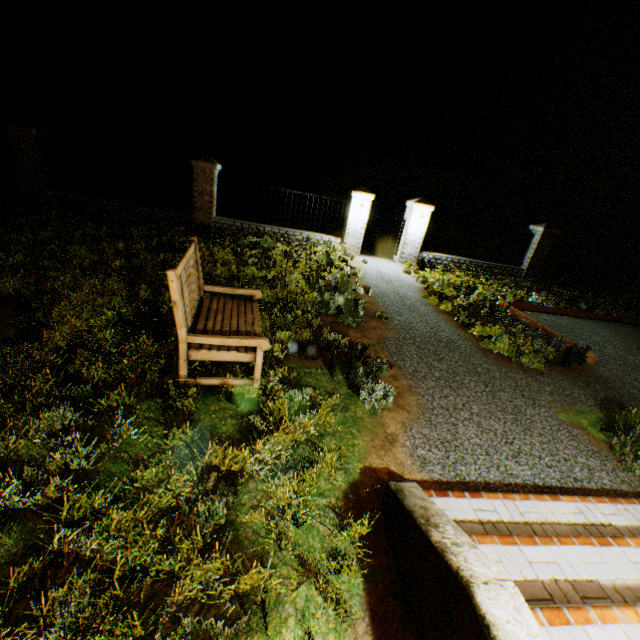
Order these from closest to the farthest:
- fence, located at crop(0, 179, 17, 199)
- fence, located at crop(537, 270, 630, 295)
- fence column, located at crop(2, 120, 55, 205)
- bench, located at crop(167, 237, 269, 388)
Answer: bench, located at crop(167, 237, 269, 388)
fence column, located at crop(2, 120, 55, 205)
fence, located at crop(0, 179, 17, 199)
fence, located at crop(537, 270, 630, 295)

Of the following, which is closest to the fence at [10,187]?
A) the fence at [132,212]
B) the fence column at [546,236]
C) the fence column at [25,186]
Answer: the fence column at [25,186]

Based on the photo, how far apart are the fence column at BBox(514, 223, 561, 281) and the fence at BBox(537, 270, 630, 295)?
0.1m

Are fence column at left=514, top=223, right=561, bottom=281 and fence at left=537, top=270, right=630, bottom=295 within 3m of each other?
yes

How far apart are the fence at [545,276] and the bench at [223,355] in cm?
1380

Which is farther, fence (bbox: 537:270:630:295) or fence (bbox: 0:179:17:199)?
fence (bbox: 537:270:630:295)

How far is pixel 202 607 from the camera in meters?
1.9

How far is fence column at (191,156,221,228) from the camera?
10.9m
